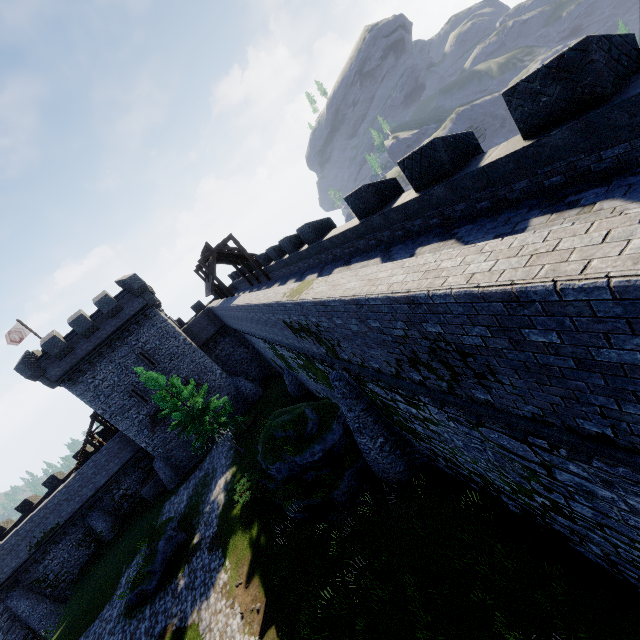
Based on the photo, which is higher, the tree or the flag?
the flag

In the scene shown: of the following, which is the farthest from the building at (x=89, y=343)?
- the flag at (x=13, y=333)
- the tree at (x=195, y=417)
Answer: the tree at (x=195, y=417)

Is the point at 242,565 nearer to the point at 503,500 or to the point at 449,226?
the point at 503,500

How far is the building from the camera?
27.0m

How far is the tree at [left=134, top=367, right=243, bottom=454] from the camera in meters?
23.0

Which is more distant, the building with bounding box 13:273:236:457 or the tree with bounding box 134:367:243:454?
the building with bounding box 13:273:236:457

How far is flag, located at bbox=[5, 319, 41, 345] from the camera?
30.6 meters
